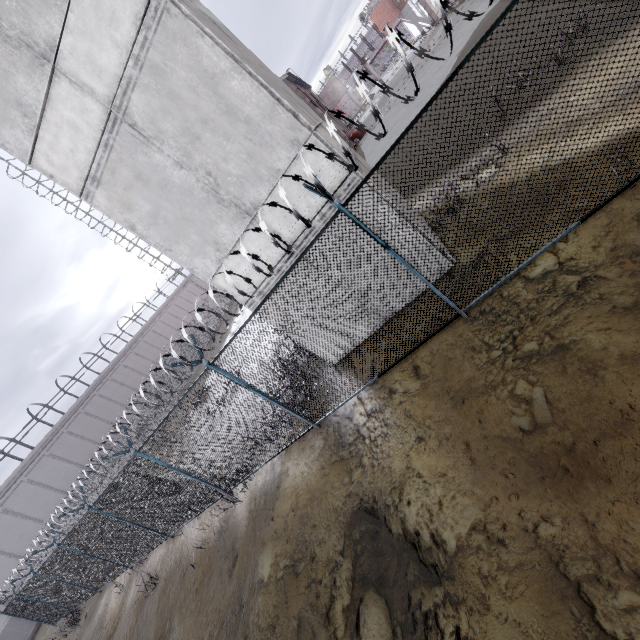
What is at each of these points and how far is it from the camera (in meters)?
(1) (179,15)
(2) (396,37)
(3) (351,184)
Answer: (1) building, 4.99
(2) fence, 3.77
(3) building, 6.23

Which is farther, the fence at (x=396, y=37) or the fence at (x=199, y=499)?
the fence at (x=199, y=499)

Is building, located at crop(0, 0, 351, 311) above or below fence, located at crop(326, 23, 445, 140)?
above

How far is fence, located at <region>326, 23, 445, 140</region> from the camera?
3.3 meters

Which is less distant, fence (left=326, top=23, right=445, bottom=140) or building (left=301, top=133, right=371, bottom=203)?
fence (left=326, top=23, right=445, bottom=140)

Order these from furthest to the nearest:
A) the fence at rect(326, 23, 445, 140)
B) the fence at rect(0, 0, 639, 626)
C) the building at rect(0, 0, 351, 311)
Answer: the building at rect(0, 0, 351, 311)
the fence at rect(0, 0, 639, 626)
the fence at rect(326, 23, 445, 140)

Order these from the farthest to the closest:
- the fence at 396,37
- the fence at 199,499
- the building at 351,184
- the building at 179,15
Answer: the building at 351,184 → the building at 179,15 → the fence at 199,499 → the fence at 396,37
